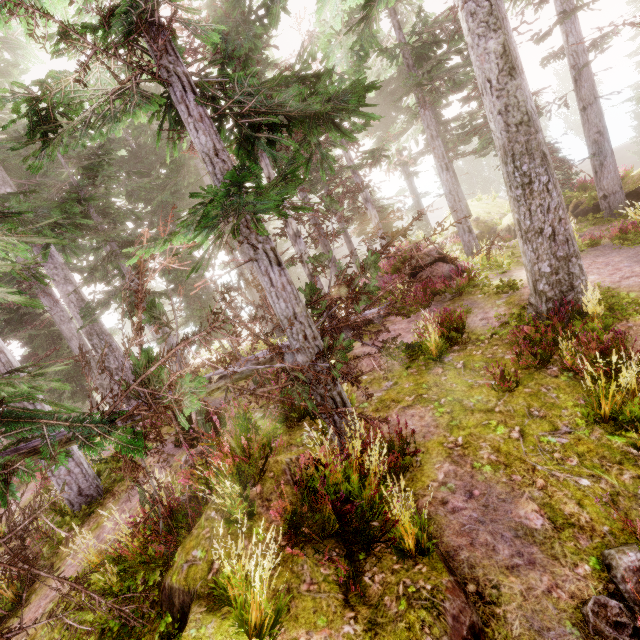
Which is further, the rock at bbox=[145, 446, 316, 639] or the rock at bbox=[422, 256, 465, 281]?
the rock at bbox=[422, 256, 465, 281]

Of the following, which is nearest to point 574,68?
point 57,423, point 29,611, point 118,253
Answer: point 118,253

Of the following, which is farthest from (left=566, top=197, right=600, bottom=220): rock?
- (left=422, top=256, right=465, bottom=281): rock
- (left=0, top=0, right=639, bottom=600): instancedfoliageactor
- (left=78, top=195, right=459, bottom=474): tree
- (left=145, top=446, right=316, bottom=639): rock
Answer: (left=145, top=446, right=316, bottom=639): rock

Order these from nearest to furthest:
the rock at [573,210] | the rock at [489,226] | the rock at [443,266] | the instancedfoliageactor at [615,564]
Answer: the instancedfoliageactor at [615,564] < the rock at [443,266] < the rock at [573,210] < the rock at [489,226]

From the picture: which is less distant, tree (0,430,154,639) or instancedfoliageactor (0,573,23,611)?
tree (0,430,154,639)

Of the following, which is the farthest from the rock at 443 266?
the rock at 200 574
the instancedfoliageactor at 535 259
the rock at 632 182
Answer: the rock at 200 574

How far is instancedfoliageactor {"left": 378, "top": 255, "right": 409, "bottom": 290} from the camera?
15.4m

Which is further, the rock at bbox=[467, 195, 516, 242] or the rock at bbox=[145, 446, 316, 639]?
the rock at bbox=[467, 195, 516, 242]
